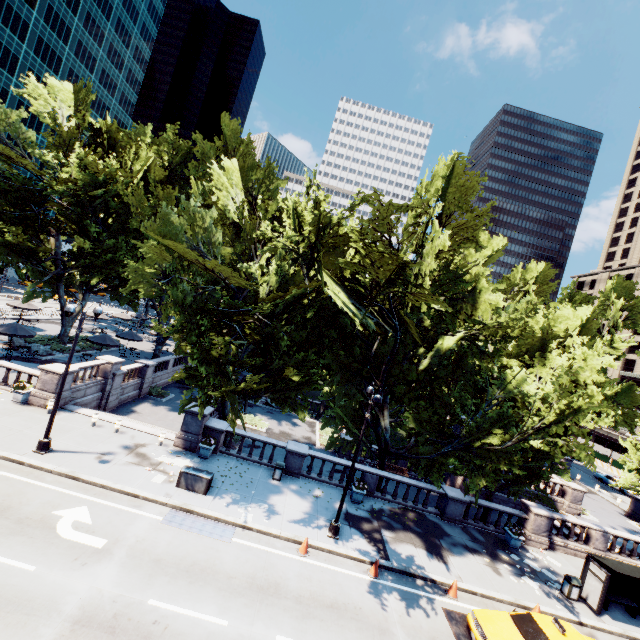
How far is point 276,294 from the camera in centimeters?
1764cm

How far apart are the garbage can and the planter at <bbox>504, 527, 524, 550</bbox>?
2.5 meters

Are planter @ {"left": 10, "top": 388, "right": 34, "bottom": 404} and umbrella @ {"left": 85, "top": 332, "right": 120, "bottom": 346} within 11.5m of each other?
yes

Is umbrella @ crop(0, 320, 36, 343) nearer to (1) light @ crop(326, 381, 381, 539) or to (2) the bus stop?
(1) light @ crop(326, 381, 381, 539)

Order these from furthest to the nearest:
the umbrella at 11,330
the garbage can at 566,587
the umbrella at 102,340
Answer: the umbrella at 102,340
the umbrella at 11,330
the garbage can at 566,587

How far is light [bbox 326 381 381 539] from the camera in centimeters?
1460cm

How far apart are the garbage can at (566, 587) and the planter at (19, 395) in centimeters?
3113cm

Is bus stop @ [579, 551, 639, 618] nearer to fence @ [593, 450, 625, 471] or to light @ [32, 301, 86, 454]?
light @ [32, 301, 86, 454]
